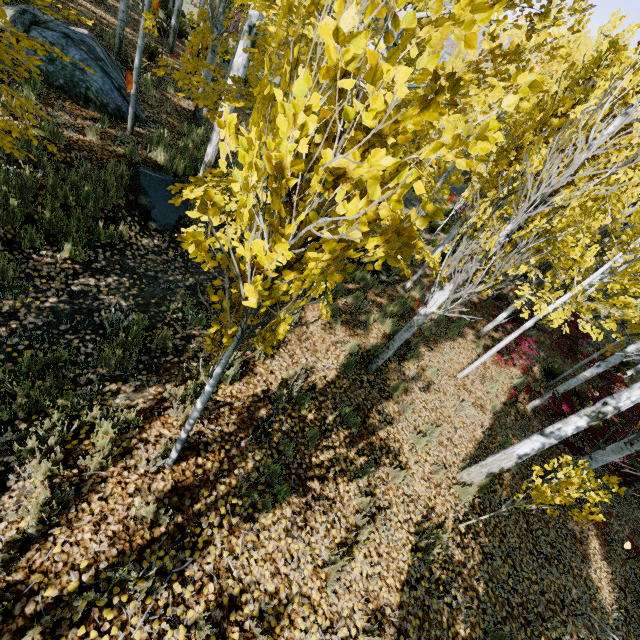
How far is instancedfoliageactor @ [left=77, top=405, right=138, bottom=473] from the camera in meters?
3.1

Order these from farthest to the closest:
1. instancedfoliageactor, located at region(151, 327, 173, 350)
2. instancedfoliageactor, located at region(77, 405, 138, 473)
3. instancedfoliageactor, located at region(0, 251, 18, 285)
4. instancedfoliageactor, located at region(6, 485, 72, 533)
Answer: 1. instancedfoliageactor, located at region(151, 327, 173, 350)
2. instancedfoliageactor, located at region(0, 251, 18, 285)
3. instancedfoliageactor, located at region(77, 405, 138, 473)
4. instancedfoliageactor, located at region(6, 485, 72, 533)

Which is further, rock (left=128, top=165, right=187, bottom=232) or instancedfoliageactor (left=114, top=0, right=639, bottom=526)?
rock (left=128, top=165, right=187, bottom=232)

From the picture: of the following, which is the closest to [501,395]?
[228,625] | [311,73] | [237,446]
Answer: [237,446]

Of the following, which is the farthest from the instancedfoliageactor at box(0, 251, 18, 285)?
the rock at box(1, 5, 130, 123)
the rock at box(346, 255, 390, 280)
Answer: the rock at box(346, 255, 390, 280)

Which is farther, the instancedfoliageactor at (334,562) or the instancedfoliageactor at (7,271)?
the instancedfoliageactor at (7,271)

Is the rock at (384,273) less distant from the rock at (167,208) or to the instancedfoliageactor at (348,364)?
the instancedfoliageactor at (348,364)
